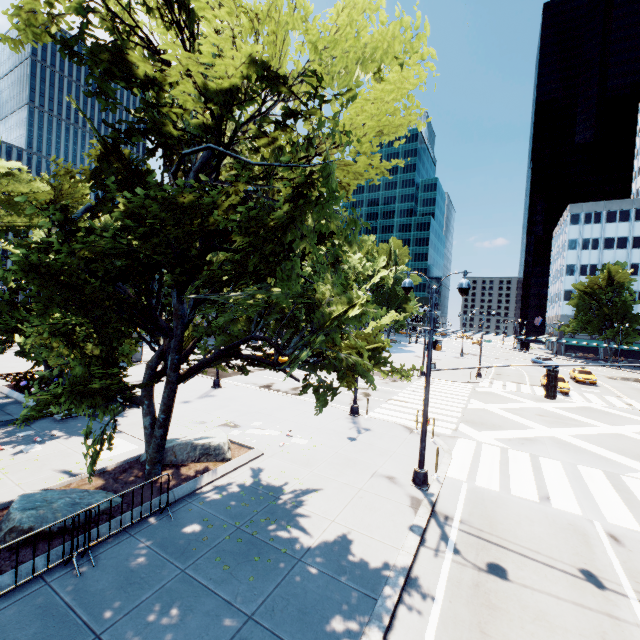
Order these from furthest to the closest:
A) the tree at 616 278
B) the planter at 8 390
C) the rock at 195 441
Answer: the tree at 616 278, the planter at 8 390, the rock at 195 441

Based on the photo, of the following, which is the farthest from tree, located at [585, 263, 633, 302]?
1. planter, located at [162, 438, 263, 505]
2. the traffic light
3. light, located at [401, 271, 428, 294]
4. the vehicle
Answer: the vehicle

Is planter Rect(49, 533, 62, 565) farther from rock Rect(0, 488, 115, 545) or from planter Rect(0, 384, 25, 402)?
planter Rect(0, 384, 25, 402)

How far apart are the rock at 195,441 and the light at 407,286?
8.5 meters

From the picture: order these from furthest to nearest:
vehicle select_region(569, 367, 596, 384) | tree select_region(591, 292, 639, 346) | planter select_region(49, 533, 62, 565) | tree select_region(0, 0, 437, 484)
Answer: tree select_region(591, 292, 639, 346) < vehicle select_region(569, 367, 596, 384) < planter select_region(49, 533, 62, 565) < tree select_region(0, 0, 437, 484)

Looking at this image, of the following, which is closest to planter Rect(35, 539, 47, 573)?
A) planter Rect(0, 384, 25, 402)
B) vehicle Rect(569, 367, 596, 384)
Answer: planter Rect(0, 384, 25, 402)

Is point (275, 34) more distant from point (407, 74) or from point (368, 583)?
point (368, 583)
